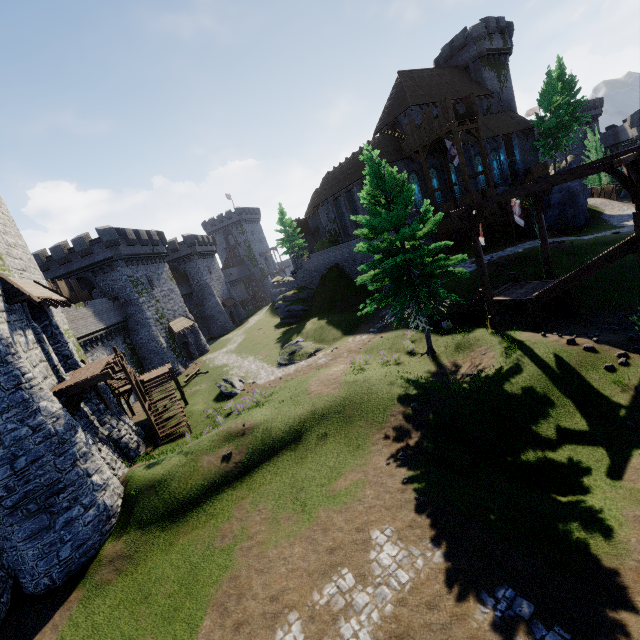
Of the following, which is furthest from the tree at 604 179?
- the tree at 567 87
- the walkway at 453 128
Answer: the walkway at 453 128

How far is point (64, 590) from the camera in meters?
10.4

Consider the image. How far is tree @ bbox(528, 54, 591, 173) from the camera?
38.4m

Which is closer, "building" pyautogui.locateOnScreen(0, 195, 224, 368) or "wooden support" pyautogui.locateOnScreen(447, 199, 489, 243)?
"wooden support" pyautogui.locateOnScreen(447, 199, 489, 243)

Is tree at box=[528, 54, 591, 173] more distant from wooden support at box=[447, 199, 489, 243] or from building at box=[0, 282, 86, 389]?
building at box=[0, 282, 86, 389]

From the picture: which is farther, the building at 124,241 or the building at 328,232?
the building at 328,232

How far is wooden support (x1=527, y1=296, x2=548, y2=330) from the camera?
15.9m

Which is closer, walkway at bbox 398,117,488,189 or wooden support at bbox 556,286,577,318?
wooden support at bbox 556,286,577,318
